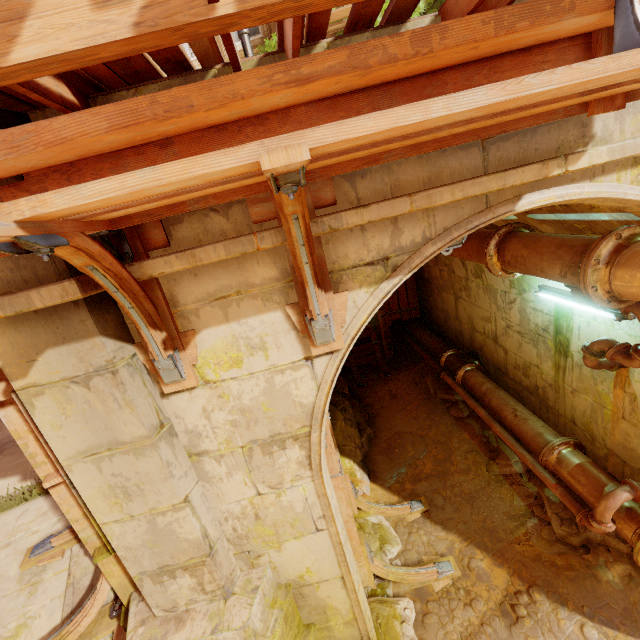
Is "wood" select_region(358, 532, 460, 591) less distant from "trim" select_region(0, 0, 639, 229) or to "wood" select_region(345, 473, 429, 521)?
"wood" select_region(345, 473, 429, 521)

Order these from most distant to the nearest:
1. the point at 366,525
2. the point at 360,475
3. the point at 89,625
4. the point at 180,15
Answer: the point at 360,475, the point at 366,525, the point at 89,625, the point at 180,15

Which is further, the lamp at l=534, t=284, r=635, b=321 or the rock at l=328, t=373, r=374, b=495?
the rock at l=328, t=373, r=374, b=495

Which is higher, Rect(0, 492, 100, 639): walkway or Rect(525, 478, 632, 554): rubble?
Rect(0, 492, 100, 639): walkway

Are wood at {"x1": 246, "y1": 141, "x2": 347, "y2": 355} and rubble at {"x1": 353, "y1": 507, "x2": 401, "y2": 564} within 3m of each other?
no

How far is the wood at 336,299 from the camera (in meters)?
1.16

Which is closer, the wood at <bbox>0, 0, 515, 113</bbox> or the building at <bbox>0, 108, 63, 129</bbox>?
the wood at <bbox>0, 0, 515, 113</bbox>

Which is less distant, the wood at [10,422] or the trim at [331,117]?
the trim at [331,117]
